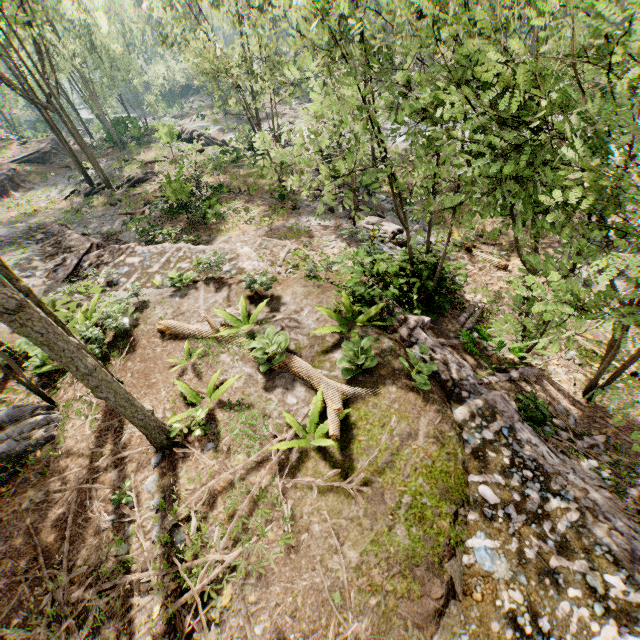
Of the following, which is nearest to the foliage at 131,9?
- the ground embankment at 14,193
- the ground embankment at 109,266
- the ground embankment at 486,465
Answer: the ground embankment at 109,266

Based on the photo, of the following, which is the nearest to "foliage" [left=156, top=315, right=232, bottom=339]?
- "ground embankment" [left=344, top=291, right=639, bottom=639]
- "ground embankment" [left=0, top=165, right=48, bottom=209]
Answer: "ground embankment" [left=344, top=291, right=639, bottom=639]

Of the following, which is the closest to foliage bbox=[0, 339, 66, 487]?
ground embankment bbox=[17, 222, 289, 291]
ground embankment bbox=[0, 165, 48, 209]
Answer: ground embankment bbox=[17, 222, 289, 291]

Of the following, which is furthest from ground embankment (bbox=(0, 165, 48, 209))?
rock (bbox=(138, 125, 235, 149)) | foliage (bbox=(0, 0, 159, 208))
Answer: foliage (bbox=(0, 0, 159, 208))

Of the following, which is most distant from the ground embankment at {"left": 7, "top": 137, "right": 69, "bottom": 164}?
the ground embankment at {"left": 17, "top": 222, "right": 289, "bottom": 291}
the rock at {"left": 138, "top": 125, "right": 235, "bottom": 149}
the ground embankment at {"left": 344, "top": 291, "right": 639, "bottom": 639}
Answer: the ground embankment at {"left": 344, "top": 291, "right": 639, "bottom": 639}

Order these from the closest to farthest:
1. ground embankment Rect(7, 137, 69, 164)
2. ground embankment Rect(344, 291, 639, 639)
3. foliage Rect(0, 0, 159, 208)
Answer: ground embankment Rect(344, 291, 639, 639)
foliage Rect(0, 0, 159, 208)
ground embankment Rect(7, 137, 69, 164)

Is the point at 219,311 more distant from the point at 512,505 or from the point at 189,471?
the point at 512,505
